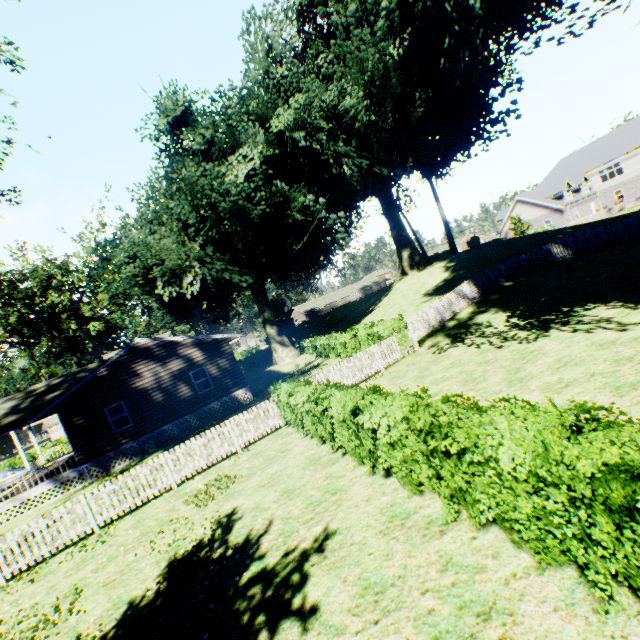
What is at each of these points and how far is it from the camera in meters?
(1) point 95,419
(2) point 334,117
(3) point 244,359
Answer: (1) house, 18.7 m
(2) plant, 28.4 m
(3) hedge, 47.1 m

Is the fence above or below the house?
below

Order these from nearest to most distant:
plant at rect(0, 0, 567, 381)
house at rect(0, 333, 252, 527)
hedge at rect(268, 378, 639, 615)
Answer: hedge at rect(268, 378, 639, 615), house at rect(0, 333, 252, 527), plant at rect(0, 0, 567, 381)

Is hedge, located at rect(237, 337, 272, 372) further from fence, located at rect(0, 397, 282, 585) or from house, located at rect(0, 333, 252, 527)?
house, located at rect(0, 333, 252, 527)

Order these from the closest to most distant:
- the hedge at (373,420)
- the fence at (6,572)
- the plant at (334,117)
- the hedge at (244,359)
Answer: the hedge at (373,420), the fence at (6,572), the plant at (334,117), the hedge at (244,359)

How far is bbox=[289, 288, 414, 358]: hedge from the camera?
16.6 meters

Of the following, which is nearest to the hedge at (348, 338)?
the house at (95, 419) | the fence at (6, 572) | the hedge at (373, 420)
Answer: the fence at (6, 572)
